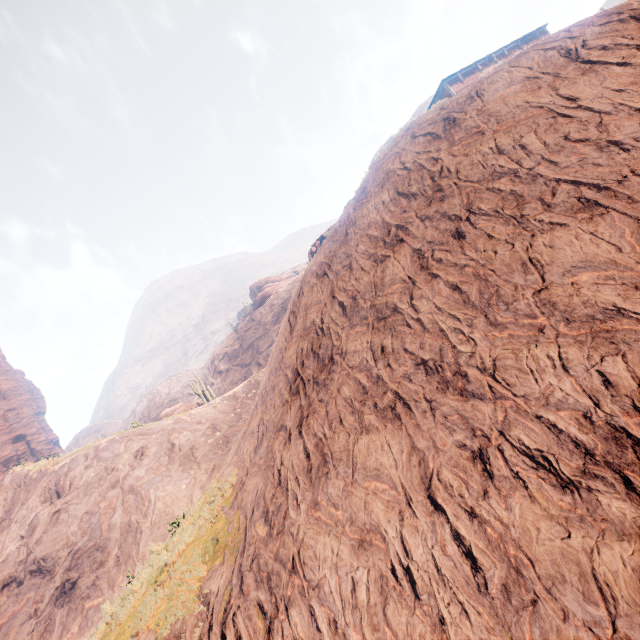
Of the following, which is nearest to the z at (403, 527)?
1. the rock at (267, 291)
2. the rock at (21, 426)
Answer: the rock at (267, 291)

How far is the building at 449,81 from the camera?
20.9m

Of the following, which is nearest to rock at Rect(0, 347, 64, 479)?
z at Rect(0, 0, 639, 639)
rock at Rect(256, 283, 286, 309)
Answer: z at Rect(0, 0, 639, 639)

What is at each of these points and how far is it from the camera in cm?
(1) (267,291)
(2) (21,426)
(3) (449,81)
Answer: (1) rock, 5803
(2) rock, 4794
(3) building, 2100

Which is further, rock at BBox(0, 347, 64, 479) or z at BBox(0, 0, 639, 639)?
rock at BBox(0, 347, 64, 479)

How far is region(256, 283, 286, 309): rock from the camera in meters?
57.4 m

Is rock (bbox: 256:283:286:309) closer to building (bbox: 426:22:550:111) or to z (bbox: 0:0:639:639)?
z (bbox: 0:0:639:639)

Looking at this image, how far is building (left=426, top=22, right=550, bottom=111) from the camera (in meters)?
20.91
